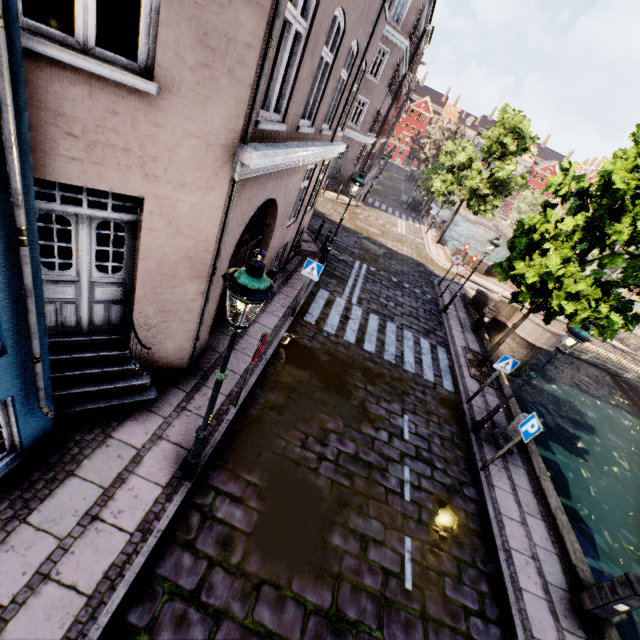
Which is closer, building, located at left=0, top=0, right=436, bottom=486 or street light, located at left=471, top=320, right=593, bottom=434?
building, located at left=0, top=0, right=436, bottom=486

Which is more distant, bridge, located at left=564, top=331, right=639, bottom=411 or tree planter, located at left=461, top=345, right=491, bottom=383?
bridge, located at left=564, top=331, right=639, bottom=411

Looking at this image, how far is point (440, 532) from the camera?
6.0 meters

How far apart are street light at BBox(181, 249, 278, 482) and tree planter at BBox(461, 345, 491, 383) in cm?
920

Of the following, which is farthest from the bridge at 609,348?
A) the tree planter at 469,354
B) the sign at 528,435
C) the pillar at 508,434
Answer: the sign at 528,435

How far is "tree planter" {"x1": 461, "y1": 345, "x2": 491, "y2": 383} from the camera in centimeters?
1105cm

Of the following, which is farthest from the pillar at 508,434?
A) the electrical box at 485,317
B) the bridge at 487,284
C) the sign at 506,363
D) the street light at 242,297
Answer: the bridge at 487,284

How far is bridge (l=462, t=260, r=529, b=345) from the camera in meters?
16.5
